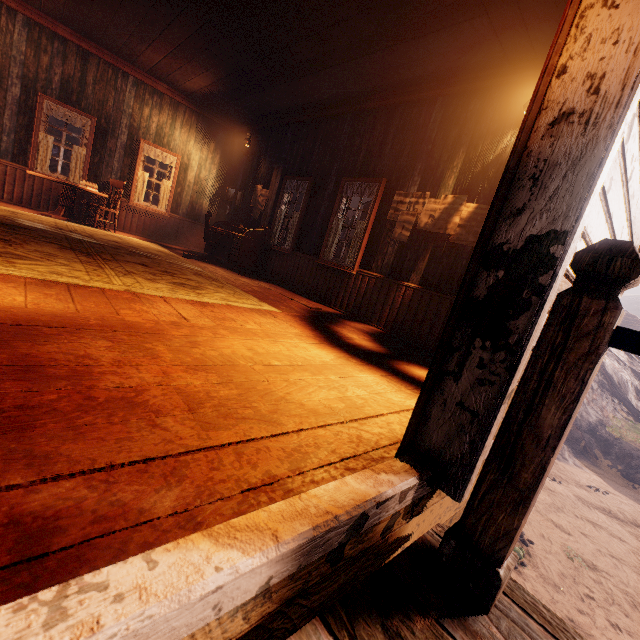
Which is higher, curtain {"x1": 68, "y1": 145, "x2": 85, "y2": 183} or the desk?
curtain {"x1": 68, "y1": 145, "x2": 85, "y2": 183}

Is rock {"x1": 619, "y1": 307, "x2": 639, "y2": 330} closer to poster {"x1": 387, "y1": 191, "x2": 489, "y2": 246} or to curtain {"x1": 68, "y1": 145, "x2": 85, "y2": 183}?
poster {"x1": 387, "y1": 191, "x2": 489, "y2": 246}

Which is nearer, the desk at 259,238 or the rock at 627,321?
the desk at 259,238

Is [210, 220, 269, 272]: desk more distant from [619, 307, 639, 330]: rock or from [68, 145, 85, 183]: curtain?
[619, 307, 639, 330]: rock

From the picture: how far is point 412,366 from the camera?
3.4m

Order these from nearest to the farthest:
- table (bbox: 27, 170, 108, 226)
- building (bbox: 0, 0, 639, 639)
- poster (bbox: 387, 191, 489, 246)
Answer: building (bbox: 0, 0, 639, 639), poster (bbox: 387, 191, 489, 246), table (bbox: 27, 170, 108, 226)

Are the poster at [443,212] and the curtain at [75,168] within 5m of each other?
no

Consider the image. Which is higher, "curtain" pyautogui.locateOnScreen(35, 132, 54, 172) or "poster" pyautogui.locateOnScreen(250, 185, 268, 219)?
"poster" pyautogui.locateOnScreen(250, 185, 268, 219)
